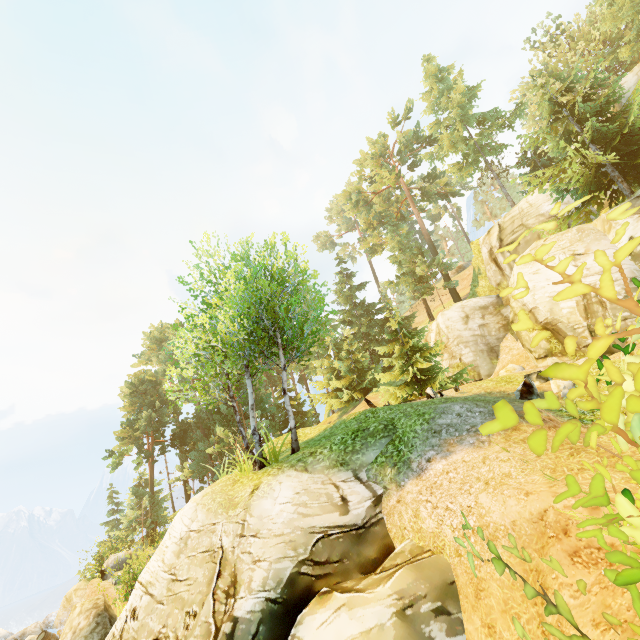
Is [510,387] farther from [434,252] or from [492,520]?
[434,252]

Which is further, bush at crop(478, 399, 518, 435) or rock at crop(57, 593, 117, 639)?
rock at crop(57, 593, 117, 639)

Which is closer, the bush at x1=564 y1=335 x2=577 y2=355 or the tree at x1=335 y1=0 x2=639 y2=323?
the bush at x1=564 y1=335 x2=577 y2=355

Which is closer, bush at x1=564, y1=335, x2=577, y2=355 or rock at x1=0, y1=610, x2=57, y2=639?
bush at x1=564, y1=335, x2=577, y2=355

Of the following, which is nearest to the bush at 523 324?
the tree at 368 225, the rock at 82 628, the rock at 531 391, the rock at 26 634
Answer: the rock at 531 391

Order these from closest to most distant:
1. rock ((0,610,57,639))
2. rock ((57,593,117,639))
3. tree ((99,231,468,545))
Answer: rock ((57,593,117,639)), tree ((99,231,468,545)), rock ((0,610,57,639))

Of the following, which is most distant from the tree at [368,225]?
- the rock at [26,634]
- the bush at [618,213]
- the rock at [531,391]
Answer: the bush at [618,213]

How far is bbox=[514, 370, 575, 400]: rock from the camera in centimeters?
962cm
